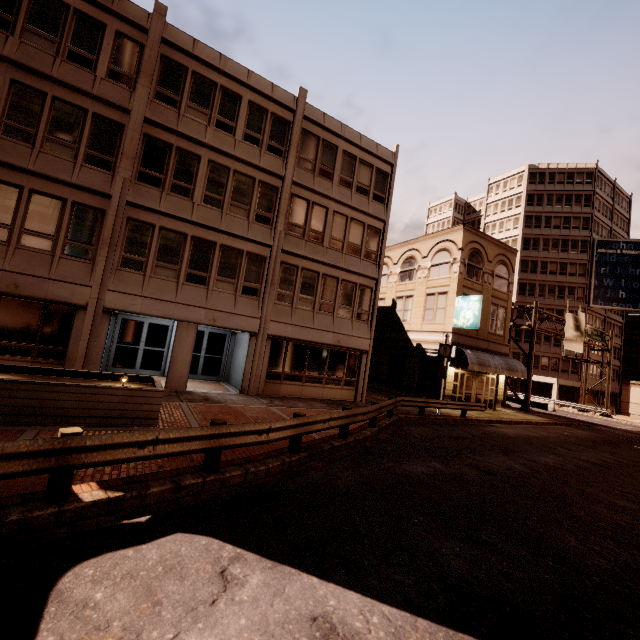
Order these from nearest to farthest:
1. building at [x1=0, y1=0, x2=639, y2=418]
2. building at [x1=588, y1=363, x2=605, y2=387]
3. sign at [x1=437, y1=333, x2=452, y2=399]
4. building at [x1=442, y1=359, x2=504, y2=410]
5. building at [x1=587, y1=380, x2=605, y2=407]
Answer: building at [x1=0, y1=0, x2=639, y2=418]
sign at [x1=437, y1=333, x2=452, y2=399]
building at [x1=442, y1=359, x2=504, y2=410]
building at [x1=588, y1=363, x2=605, y2=387]
building at [x1=587, y1=380, x2=605, y2=407]

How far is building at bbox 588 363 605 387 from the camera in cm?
4916

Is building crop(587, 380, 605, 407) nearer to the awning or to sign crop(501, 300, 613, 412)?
sign crop(501, 300, 613, 412)

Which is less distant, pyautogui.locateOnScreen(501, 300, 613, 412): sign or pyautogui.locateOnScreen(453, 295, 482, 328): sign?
pyautogui.locateOnScreen(453, 295, 482, 328): sign

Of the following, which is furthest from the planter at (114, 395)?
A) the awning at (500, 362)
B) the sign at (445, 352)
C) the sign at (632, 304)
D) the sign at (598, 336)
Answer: the sign at (632, 304)

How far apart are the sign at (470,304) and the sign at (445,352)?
3.52m

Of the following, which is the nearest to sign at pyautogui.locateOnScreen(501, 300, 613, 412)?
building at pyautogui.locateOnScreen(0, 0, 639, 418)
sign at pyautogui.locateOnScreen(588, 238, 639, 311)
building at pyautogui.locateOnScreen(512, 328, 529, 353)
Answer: building at pyautogui.locateOnScreen(512, 328, 529, 353)

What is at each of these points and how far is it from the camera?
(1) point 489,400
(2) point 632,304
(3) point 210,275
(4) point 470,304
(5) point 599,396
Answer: (1) building, 25.5 meters
(2) sign, 47.0 meters
(3) building, 15.0 meters
(4) sign, 22.1 meters
(5) building, 50.8 meters
